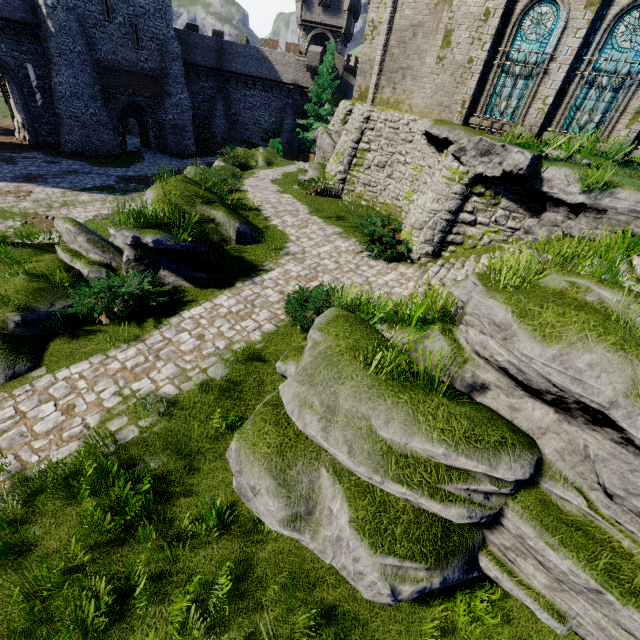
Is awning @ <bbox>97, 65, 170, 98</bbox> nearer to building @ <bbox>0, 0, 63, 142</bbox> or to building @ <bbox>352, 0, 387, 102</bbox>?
building @ <bbox>0, 0, 63, 142</bbox>

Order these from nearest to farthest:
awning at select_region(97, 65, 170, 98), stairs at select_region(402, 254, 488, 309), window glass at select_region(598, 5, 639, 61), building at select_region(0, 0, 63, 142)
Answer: stairs at select_region(402, 254, 488, 309)
window glass at select_region(598, 5, 639, 61)
building at select_region(0, 0, 63, 142)
awning at select_region(97, 65, 170, 98)

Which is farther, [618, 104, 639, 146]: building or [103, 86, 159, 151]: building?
[103, 86, 159, 151]: building

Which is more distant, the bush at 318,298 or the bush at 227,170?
the bush at 227,170

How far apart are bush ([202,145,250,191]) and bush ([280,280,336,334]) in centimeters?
1511cm

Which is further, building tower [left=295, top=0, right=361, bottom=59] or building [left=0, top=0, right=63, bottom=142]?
building tower [left=295, top=0, right=361, bottom=59]

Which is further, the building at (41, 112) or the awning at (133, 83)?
the awning at (133, 83)

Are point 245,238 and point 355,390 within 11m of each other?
yes
